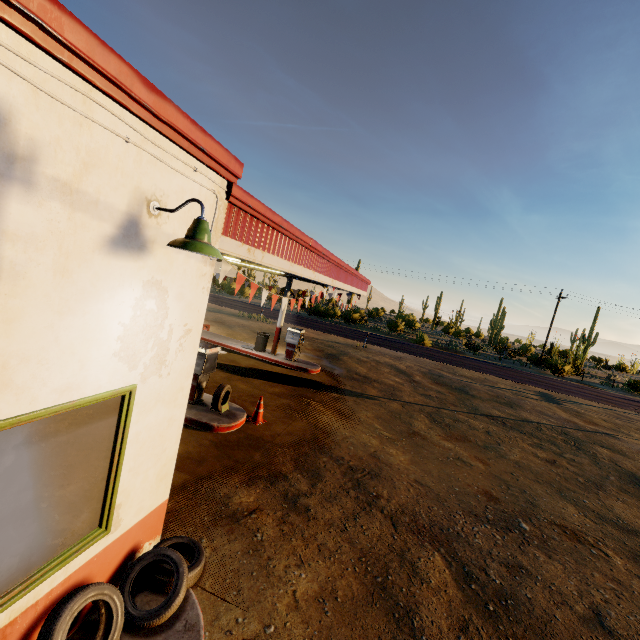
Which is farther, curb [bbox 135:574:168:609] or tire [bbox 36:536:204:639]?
curb [bbox 135:574:168:609]

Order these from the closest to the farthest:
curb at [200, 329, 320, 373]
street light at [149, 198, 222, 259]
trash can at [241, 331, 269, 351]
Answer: street light at [149, 198, 222, 259], curb at [200, 329, 320, 373], trash can at [241, 331, 269, 351]

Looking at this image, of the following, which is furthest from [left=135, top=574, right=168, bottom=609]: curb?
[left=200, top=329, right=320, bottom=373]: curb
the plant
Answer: the plant

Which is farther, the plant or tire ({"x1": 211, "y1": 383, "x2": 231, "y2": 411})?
the plant

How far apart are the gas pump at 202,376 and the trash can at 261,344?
6.6 meters

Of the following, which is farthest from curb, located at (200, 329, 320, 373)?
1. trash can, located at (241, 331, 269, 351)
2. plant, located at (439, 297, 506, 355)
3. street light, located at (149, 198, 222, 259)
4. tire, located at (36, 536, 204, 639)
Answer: plant, located at (439, 297, 506, 355)

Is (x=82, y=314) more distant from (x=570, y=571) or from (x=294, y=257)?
(x=570, y=571)

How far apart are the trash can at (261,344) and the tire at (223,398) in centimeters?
688cm
